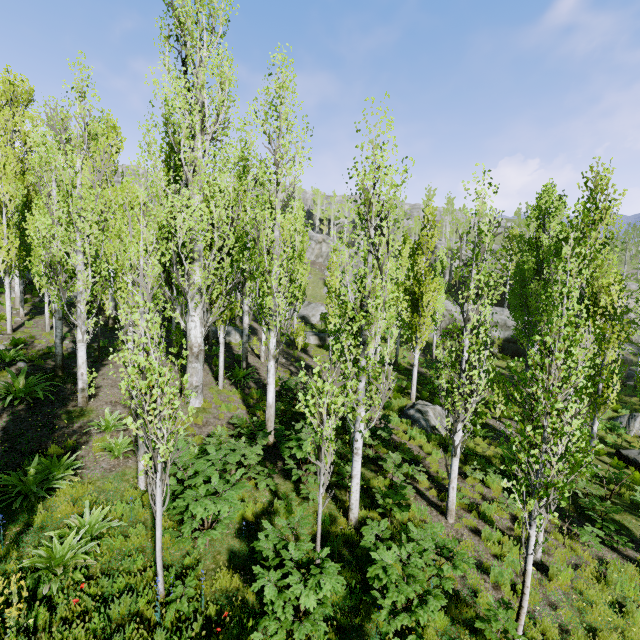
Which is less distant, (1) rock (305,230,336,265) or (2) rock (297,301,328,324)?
(2) rock (297,301,328,324)

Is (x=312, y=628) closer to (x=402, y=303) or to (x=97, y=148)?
(x=402, y=303)

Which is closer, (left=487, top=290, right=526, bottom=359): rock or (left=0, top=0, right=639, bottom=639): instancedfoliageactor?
(left=0, top=0, right=639, bottom=639): instancedfoliageactor

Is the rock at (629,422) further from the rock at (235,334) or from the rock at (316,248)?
the rock at (235,334)

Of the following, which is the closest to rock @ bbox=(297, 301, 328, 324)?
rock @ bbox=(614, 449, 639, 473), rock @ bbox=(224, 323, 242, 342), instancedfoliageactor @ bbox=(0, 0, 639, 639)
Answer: instancedfoliageactor @ bbox=(0, 0, 639, 639)

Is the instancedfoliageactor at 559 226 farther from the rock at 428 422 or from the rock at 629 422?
the rock at 629 422

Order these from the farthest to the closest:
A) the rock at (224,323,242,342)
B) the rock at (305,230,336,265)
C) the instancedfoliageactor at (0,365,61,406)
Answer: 1. the rock at (305,230,336,265)
2. the rock at (224,323,242,342)
3. the instancedfoliageactor at (0,365,61,406)
